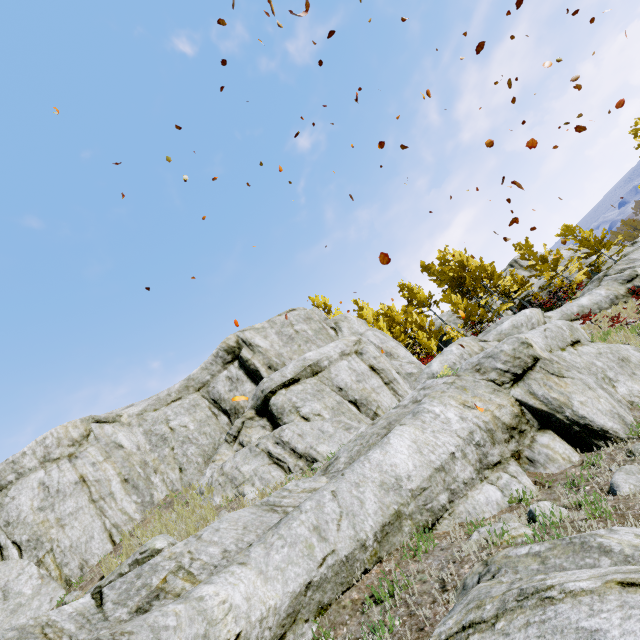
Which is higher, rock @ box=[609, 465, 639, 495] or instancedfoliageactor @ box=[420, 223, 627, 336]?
instancedfoliageactor @ box=[420, 223, 627, 336]

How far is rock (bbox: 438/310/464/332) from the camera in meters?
34.2

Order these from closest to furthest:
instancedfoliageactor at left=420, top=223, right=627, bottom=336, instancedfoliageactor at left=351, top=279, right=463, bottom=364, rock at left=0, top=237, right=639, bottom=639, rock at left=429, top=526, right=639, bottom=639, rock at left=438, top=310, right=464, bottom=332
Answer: rock at left=429, top=526, right=639, bottom=639 < rock at left=0, top=237, right=639, bottom=639 < instancedfoliageactor at left=351, top=279, right=463, bottom=364 < instancedfoliageactor at left=420, top=223, right=627, bottom=336 < rock at left=438, top=310, right=464, bottom=332

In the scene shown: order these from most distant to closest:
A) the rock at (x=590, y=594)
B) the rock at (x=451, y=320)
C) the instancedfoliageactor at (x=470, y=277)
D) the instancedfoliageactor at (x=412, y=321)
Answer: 1. the rock at (x=451, y=320)
2. the instancedfoliageactor at (x=470, y=277)
3. the instancedfoliageactor at (x=412, y=321)
4. the rock at (x=590, y=594)

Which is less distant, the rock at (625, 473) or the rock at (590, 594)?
the rock at (590, 594)

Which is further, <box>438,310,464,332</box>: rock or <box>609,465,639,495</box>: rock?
<box>438,310,464,332</box>: rock

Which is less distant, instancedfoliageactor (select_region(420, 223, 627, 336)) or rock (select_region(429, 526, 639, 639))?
rock (select_region(429, 526, 639, 639))

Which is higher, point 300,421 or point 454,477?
→ point 300,421
